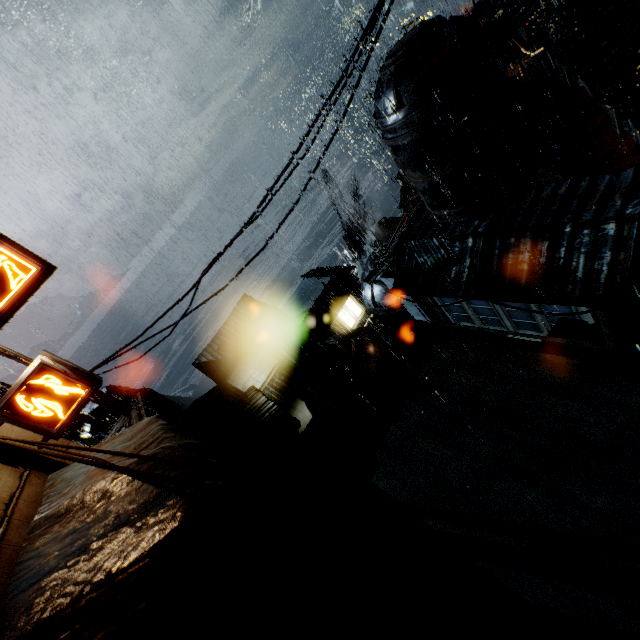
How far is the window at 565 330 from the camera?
12.12m

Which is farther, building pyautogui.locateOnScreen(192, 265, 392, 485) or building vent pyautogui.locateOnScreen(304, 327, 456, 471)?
building pyautogui.locateOnScreen(192, 265, 392, 485)

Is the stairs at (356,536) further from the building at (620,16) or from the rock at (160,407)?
the rock at (160,407)

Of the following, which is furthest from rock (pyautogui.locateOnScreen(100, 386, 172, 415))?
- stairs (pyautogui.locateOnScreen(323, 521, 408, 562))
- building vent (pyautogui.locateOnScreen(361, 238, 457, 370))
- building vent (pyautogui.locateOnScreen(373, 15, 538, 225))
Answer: building vent (pyautogui.locateOnScreen(373, 15, 538, 225))

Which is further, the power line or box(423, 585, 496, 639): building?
box(423, 585, 496, 639): building

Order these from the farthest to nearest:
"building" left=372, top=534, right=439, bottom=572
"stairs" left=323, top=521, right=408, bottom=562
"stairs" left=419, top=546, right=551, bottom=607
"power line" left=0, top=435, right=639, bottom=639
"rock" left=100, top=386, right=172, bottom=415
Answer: "rock" left=100, top=386, right=172, bottom=415
"stairs" left=323, top=521, right=408, bottom=562
"stairs" left=419, top=546, right=551, bottom=607
"building" left=372, top=534, right=439, bottom=572
"power line" left=0, top=435, right=639, bottom=639

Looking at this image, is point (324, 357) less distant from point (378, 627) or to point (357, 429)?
point (357, 429)

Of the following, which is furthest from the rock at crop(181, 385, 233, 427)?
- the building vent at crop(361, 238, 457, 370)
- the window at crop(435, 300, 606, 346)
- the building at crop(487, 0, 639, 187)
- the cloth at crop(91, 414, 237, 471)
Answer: the cloth at crop(91, 414, 237, 471)
